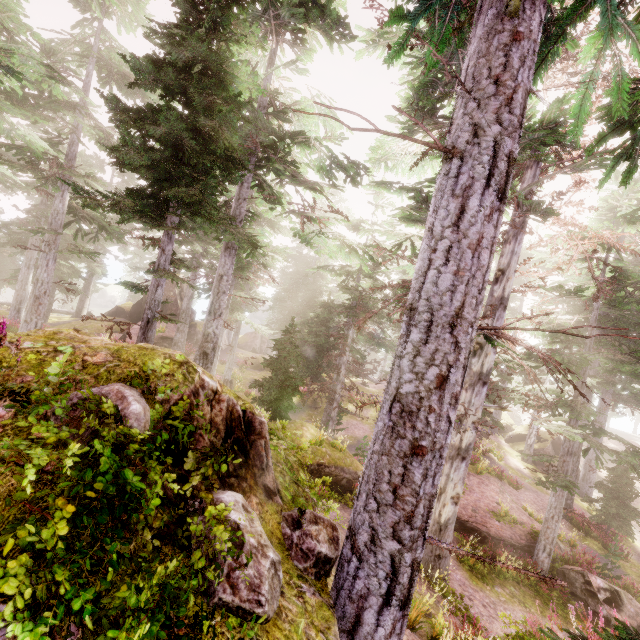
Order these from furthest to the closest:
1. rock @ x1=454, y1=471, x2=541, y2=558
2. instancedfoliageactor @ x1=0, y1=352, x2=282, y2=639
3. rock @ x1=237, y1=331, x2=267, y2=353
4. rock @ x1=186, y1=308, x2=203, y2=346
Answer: rock @ x1=237, y1=331, x2=267, y2=353
rock @ x1=186, y1=308, x2=203, y2=346
rock @ x1=454, y1=471, x2=541, y2=558
instancedfoliageactor @ x1=0, y1=352, x2=282, y2=639

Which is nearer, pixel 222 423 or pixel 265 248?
pixel 222 423

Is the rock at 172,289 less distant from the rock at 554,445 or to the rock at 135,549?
the rock at 135,549

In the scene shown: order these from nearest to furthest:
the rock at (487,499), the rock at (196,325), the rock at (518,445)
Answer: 1. the rock at (487,499)
2. the rock at (518,445)
3. the rock at (196,325)

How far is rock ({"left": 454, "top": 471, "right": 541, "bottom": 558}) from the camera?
14.31m

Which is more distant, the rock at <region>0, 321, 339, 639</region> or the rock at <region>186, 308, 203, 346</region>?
the rock at <region>186, 308, 203, 346</region>

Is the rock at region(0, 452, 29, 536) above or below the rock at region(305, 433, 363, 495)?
above
